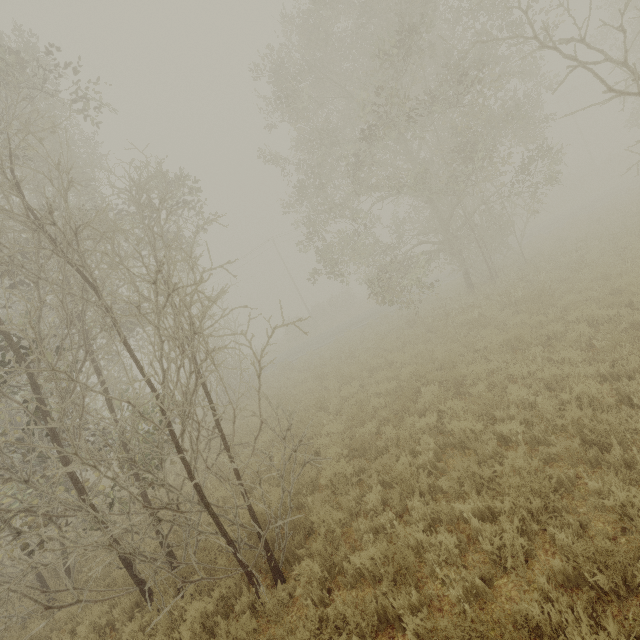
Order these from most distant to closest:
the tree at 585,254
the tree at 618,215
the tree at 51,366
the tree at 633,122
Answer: the tree at 633,122
the tree at 618,215
the tree at 585,254
the tree at 51,366

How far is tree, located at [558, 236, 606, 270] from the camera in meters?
12.0 m

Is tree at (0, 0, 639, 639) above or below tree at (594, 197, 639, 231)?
above

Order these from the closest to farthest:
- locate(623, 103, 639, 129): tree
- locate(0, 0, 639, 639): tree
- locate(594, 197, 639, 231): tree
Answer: locate(0, 0, 639, 639): tree < locate(594, 197, 639, 231): tree < locate(623, 103, 639, 129): tree

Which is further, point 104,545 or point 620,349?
point 620,349

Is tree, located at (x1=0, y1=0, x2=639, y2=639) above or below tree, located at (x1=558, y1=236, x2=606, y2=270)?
above

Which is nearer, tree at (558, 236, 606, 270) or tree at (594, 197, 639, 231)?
tree at (558, 236, 606, 270)

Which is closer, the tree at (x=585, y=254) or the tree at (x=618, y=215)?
the tree at (x=585, y=254)
